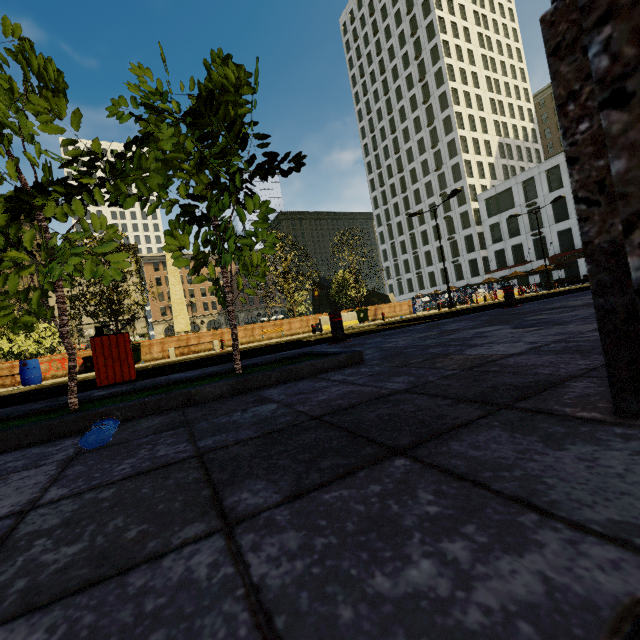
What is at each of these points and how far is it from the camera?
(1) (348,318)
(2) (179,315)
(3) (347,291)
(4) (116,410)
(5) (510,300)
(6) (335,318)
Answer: (1) cement barricade, 18.4m
(2) obelisk, 31.6m
(3) tree, 32.9m
(4) tree, 1.7m
(5) metal bar, 7.8m
(6) metal bar, 5.6m

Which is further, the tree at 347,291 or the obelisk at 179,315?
the obelisk at 179,315

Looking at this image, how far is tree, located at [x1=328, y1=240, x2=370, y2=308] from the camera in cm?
2634

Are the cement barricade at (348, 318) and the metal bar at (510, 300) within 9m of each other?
no

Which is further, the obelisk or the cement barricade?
the obelisk

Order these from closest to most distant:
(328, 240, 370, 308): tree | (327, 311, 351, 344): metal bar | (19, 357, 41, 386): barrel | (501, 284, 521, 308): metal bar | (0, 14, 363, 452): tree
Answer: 1. (0, 14, 363, 452): tree
2. (327, 311, 351, 344): metal bar
3. (501, 284, 521, 308): metal bar
4. (19, 357, 41, 386): barrel
5. (328, 240, 370, 308): tree

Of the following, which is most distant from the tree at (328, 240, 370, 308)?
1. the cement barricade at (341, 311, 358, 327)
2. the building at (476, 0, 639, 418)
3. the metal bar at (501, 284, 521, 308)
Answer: the cement barricade at (341, 311, 358, 327)

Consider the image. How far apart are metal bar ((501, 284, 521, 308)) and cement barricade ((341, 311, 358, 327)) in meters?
10.4 m
